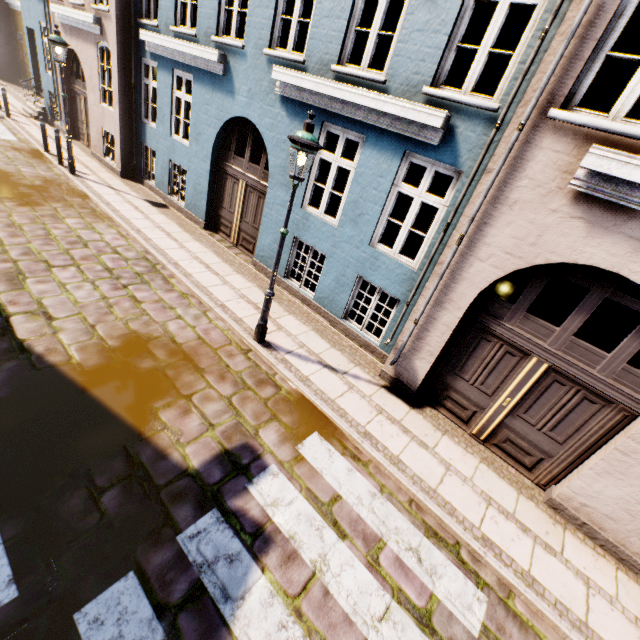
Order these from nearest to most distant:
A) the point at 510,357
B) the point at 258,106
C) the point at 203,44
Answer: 1. the point at 510,357
2. the point at 258,106
3. the point at 203,44

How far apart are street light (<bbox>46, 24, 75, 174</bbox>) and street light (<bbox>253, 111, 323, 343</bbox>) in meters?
9.7 m

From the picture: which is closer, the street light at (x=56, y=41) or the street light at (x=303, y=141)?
the street light at (x=303, y=141)

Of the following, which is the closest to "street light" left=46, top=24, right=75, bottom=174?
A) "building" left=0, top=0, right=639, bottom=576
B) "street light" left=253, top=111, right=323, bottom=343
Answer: "building" left=0, top=0, right=639, bottom=576

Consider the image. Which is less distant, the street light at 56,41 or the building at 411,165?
the building at 411,165

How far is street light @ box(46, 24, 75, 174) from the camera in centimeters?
884cm

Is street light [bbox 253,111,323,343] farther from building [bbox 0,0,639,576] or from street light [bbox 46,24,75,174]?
street light [bbox 46,24,75,174]
